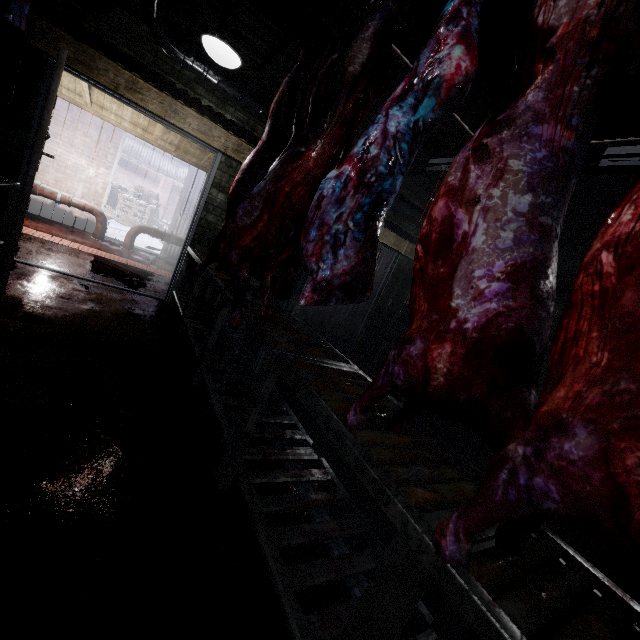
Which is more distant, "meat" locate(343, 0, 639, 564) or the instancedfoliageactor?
the instancedfoliageactor

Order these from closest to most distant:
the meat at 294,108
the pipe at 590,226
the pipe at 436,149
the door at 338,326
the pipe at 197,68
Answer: the meat at 294,108 → the pipe at 197,68 → the pipe at 590,226 → the pipe at 436,149 → the door at 338,326

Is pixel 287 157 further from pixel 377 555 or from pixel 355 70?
pixel 377 555

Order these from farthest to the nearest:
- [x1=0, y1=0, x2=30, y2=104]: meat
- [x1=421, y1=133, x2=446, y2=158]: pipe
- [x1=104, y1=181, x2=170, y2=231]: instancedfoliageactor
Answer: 1. [x1=104, y1=181, x2=170, y2=231]: instancedfoliageactor
2. [x1=421, y1=133, x2=446, y2=158]: pipe
3. [x1=0, y1=0, x2=30, y2=104]: meat

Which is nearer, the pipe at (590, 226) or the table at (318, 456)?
the table at (318, 456)

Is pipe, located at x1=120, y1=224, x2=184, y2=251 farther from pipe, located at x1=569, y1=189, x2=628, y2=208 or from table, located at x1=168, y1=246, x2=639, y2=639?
pipe, located at x1=569, y1=189, x2=628, y2=208

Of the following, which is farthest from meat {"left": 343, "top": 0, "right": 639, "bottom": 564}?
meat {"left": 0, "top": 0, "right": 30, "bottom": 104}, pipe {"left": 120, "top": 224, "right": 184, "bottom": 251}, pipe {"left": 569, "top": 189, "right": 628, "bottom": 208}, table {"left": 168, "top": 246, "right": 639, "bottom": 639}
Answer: pipe {"left": 120, "top": 224, "right": 184, "bottom": 251}

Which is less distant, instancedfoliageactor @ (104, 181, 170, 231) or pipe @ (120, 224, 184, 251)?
pipe @ (120, 224, 184, 251)
